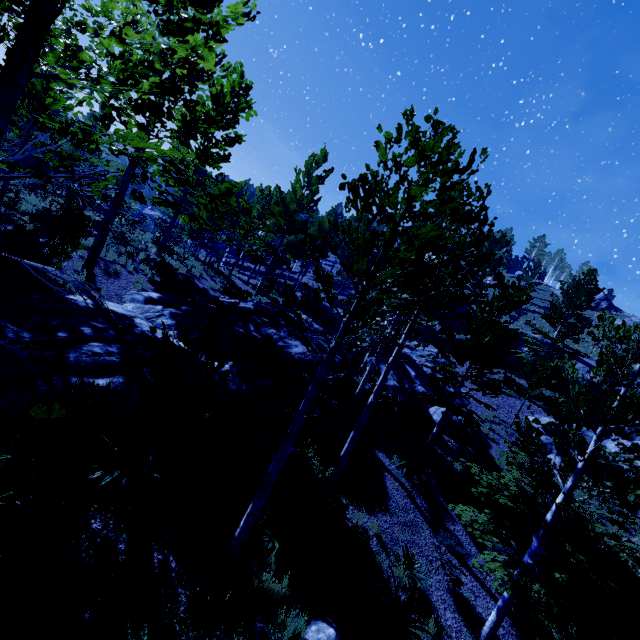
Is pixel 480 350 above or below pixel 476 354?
above

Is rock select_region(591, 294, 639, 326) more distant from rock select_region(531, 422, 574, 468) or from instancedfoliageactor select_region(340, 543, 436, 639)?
rock select_region(531, 422, 574, 468)

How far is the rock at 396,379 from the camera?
17.4 meters

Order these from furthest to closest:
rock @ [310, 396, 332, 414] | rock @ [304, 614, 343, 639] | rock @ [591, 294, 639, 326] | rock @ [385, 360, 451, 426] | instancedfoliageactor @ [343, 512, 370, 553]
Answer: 1. rock @ [591, 294, 639, 326]
2. rock @ [385, 360, 451, 426]
3. rock @ [310, 396, 332, 414]
4. instancedfoliageactor @ [343, 512, 370, 553]
5. rock @ [304, 614, 343, 639]

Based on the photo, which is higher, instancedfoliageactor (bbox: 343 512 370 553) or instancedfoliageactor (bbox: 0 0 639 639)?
instancedfoliageactor (bbox: 0 0 639 639)

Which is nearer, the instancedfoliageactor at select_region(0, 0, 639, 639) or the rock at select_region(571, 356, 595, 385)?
the instancedfoliageactor at select_region(0, 0, 639, 639)

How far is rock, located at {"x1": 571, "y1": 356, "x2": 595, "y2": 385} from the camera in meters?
22.0

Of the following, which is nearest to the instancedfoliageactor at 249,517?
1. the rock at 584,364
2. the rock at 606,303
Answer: the rock at 584,364
